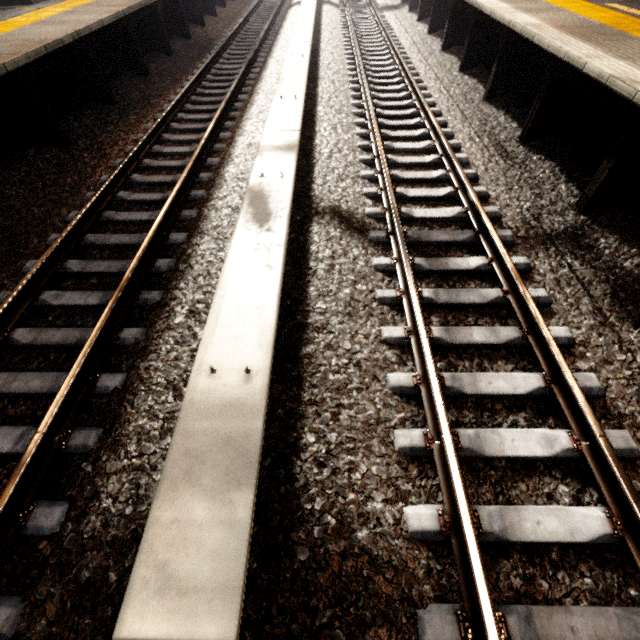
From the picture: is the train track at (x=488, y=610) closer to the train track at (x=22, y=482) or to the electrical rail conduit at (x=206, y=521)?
the electrical rail conduit at (x=206, y=521)

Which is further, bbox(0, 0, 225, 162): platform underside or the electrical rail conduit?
bbox(0, 0, 225, 162): platform underside

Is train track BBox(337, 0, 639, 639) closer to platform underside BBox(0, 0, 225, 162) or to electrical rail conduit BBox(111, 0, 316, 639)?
electrical rail conduit BBox(111, 0, 316, 639)

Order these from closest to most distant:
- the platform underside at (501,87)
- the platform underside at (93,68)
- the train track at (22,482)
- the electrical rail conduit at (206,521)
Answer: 1. the electrical rail conduit at (206,521)
2. the train track at (22,482)
3. the platform underside at (501,87)
4. the platform underside at (93,68)

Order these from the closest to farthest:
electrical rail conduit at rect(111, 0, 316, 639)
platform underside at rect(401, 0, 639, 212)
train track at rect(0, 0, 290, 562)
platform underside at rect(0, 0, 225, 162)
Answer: electrical rail conduit at rect(111, 0, 316, 639) → train track at rect(0, 0, 290, 562) → platform underside at rect(401, 0, 639, 212) → platform underside at rect(0, 0, 225, 162)

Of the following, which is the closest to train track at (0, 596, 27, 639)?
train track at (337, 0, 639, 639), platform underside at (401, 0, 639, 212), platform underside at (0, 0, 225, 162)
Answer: platform underside at (0, 0, 225, 162)

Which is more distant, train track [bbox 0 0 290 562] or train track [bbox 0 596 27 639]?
train track [bbox 0 0 290 562]

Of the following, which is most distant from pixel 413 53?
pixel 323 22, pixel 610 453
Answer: pixel 610 453
